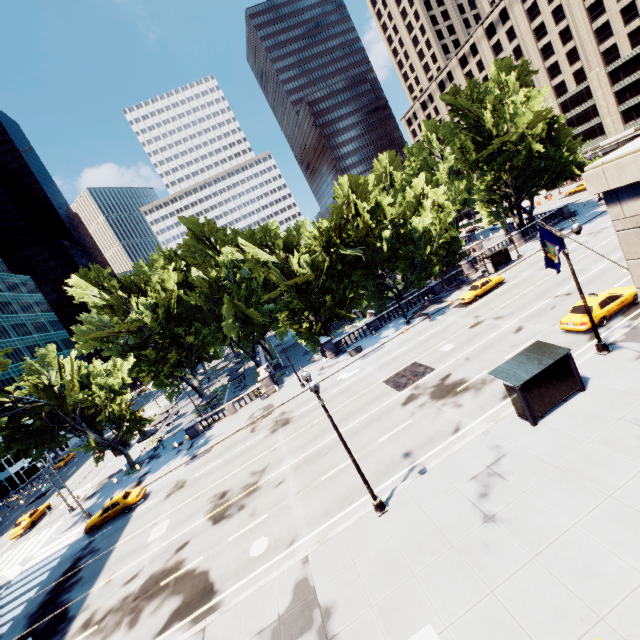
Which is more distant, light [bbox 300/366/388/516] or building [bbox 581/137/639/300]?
light [bbox 300/366/388/516]

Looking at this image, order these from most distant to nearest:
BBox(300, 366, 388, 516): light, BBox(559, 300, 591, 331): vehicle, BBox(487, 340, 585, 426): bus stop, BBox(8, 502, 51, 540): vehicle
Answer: BBox(8, 502, 51, 540): vehicle < BBox(559, 300, 591, 331): vehicle < BBox(487, 340, 585, 426): bus stop < BBox(300, 366, 388, 516): light

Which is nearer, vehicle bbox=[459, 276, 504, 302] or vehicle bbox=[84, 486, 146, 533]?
vehicle bbox=[84, 486, 146, 533]

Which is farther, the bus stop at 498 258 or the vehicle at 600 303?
the bus stop at 498 258

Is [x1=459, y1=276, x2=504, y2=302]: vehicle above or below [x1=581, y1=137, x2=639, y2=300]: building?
below

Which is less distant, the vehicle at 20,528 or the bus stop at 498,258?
the vehicle at 20,528

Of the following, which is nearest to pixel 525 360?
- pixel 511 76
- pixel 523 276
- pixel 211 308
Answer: pixel 523 276

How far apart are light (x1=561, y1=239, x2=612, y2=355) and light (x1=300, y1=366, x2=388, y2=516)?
13.8m
